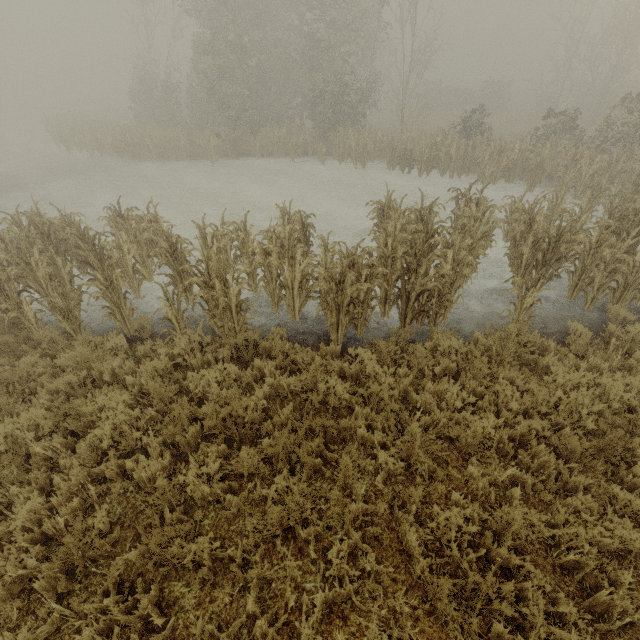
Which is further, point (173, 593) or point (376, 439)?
point (376, 439)
